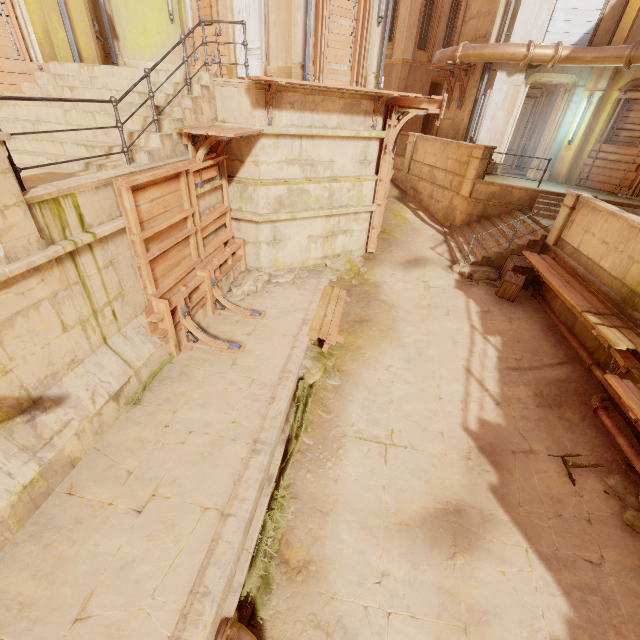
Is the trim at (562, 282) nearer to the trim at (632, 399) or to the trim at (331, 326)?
the trim at (632, 399)

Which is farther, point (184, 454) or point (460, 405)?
point (460, 405)

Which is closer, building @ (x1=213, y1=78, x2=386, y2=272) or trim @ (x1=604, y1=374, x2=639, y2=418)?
trim @ (x1=604, y1=374, x2=639, y2=418)

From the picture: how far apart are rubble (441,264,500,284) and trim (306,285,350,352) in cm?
356

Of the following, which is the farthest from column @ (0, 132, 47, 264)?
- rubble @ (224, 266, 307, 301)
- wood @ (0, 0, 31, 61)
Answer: wood @ (0, 0, 31, 61)

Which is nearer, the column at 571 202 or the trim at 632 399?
the trim at 632 399

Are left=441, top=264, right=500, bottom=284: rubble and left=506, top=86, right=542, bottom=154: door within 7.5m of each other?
no

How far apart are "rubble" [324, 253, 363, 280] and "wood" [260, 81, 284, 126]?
4.3m
